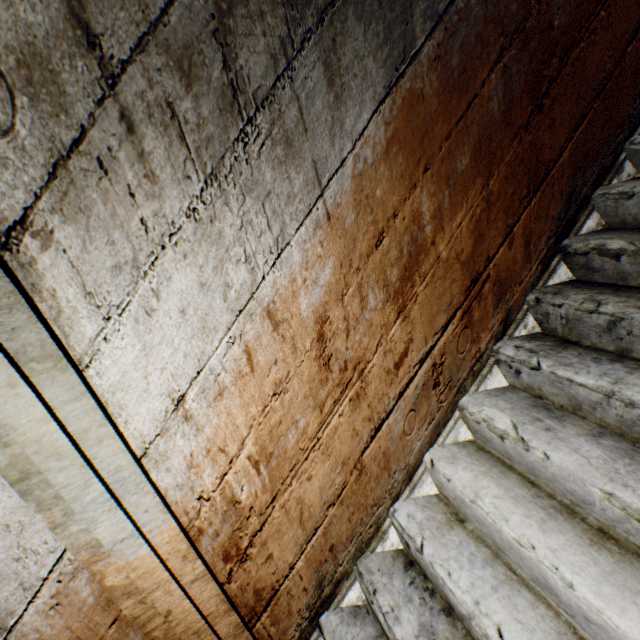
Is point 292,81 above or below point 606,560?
above
